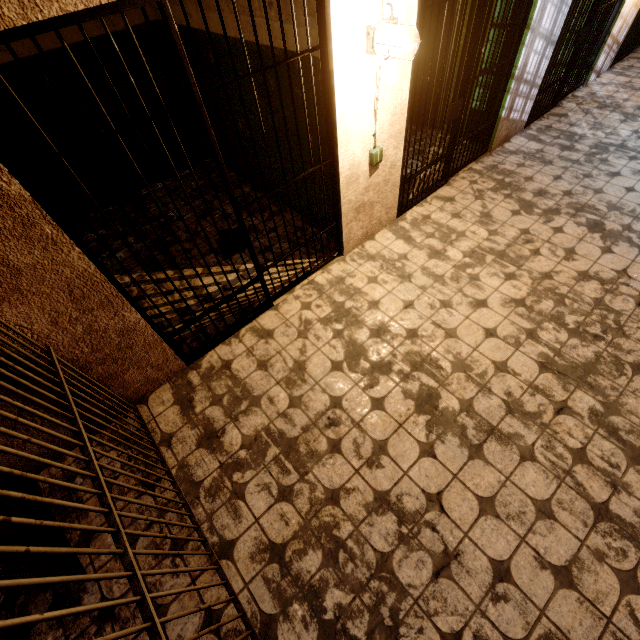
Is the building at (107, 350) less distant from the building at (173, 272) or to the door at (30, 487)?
the building at (173, 272)

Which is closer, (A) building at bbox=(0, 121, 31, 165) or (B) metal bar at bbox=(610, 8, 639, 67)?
(A) building at bbox=(0, 121, 31, 165)

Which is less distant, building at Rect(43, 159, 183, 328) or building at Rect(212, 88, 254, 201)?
building at Rect(43, 159, 183, 328)

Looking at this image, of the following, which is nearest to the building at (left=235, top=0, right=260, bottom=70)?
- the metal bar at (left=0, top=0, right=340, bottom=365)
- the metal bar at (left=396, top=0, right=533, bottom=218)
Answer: the metal bar at (left=0, top=0, right=340, bottom=365)

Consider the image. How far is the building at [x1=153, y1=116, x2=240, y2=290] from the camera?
3.9 meters

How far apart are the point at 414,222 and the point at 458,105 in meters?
1.3

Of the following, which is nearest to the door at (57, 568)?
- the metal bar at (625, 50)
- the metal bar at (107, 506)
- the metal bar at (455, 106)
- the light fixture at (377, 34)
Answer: the metal bar at (107, 506)

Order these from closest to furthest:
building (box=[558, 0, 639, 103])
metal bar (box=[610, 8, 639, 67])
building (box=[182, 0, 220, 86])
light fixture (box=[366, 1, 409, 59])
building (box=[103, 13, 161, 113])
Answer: light fixture (box=[366, 1, 409, 59]) → building (box=[182, 0, 220, 86]) → building (box=[103, 13, 161, 113]) → building (box=[558, 0, 639, 103]) → metal bar (box=[610, 8, 639, 67])
